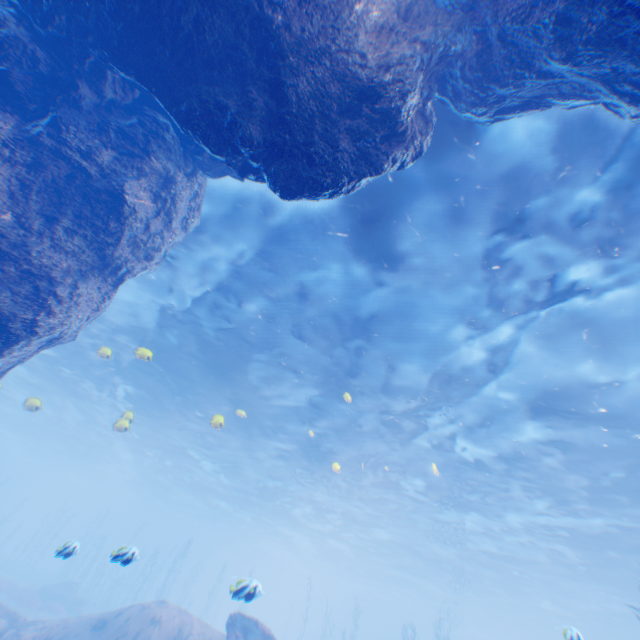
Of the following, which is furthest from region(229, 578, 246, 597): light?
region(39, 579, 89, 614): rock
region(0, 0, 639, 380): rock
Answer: region(39, 579, 89, 614): rock

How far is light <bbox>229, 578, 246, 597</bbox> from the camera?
6.55m

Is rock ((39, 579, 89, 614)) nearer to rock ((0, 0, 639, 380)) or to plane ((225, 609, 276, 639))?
rock ((0, 0, 639, 380))

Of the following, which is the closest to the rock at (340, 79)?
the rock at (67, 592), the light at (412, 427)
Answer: the light at (412, 427)

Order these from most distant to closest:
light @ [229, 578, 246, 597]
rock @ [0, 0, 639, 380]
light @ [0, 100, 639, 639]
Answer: light @ [0, 100, 639, 639] → light @ [229, 578, 246, 597] → rock @ [0, 0, 639, 380]

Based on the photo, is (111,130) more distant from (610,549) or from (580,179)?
(610,549)

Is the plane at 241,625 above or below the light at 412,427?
below
